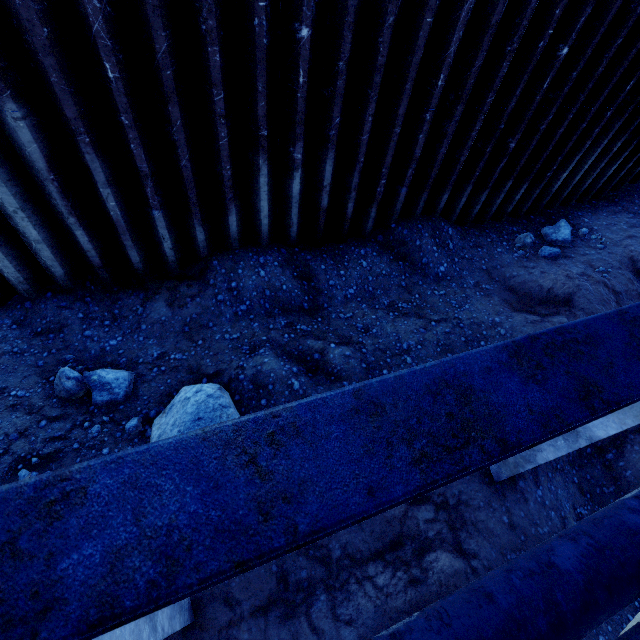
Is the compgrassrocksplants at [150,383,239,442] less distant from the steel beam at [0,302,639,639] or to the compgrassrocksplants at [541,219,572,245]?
the steel beam at [0,302,639,639]

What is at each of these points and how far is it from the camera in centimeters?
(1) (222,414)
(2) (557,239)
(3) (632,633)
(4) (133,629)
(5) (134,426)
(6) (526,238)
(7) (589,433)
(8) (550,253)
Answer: (1) compgrassrocksplants, 352cm
(2) compgrassrocksplants, 701cm
(3) pipe, 304cm
(4) concrete column, 211cm
(5) compgrassrocksplants, 395cm
(6) compgrassrocksplants, 678cm
(7) concrete column, 343cm
(8) compgrassrocksplants, 673cm

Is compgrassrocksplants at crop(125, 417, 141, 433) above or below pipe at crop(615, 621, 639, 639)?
below

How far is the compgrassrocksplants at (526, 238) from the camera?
6.7 meters

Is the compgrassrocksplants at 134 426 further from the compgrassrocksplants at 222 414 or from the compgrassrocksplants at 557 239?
the compgrassrocksplants at 557 239

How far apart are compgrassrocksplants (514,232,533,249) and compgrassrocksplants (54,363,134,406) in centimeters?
749cm

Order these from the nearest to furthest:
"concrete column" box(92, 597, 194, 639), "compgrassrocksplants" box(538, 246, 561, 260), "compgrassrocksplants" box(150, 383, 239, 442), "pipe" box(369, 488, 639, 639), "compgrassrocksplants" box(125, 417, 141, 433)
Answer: "concrete column" box(92, 597, 194, 639), "pipe" box(369, 488, 639, 639), "compgrassrocksplants" box(150, 383, 239, 442), "compgrassrocksplants" box(125, 417, 141, 433), "compgrassrocksplants" box(538, 246, 561, 260)

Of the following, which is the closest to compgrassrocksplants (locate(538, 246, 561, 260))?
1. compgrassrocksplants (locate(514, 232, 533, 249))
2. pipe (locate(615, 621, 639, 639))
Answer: compgrassrocksplants (locate(514, 232, 533, 249))
